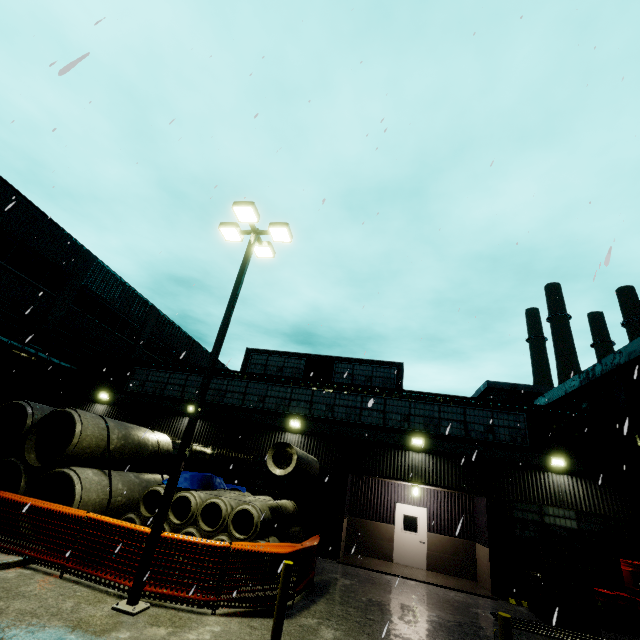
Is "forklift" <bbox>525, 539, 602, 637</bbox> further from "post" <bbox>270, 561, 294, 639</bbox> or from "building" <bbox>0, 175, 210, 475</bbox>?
"post" <bbox>270, 561, 294, 639</bbox>

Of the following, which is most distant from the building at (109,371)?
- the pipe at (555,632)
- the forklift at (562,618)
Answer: the pipe at (555,632)

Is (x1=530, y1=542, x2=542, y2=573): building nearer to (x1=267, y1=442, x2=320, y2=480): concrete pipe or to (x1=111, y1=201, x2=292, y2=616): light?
(x1=267, y1=442, x2=320, y2=480): concrete pipe

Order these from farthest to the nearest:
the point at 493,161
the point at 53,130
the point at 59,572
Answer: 1. the point at 59,572
2. the point at 53,130
3. the point at 493,161

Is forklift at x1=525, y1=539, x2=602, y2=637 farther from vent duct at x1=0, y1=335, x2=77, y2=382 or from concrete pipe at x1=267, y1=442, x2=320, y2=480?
vent duct at x1=0, y1=335, x2=77, y2=382

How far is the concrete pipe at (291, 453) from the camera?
11.0 meters

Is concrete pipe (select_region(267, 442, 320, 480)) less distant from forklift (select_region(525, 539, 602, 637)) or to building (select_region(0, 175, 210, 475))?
building (select_region(0, 175, 210, 475))

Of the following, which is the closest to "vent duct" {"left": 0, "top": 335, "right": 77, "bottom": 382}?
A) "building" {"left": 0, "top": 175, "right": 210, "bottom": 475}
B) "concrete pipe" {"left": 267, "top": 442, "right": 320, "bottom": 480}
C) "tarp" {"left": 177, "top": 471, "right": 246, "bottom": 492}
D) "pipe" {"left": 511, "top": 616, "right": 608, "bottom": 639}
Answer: "building" {"left": 0, "top": 175, "right": 210, "bottom": 475}
